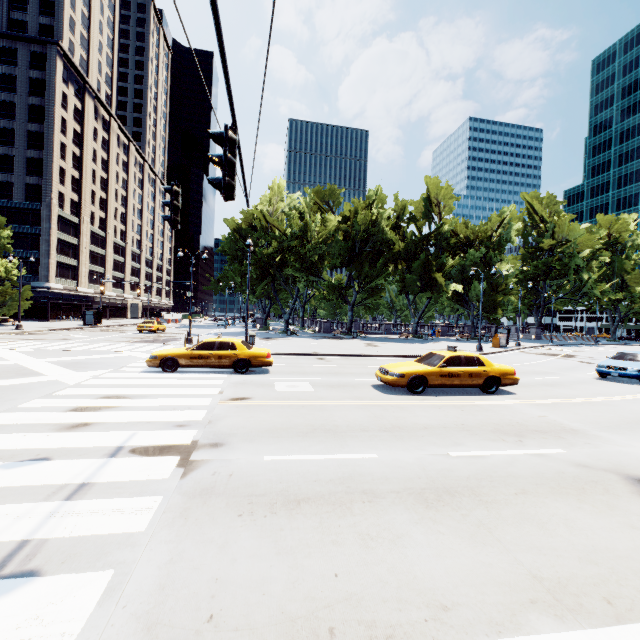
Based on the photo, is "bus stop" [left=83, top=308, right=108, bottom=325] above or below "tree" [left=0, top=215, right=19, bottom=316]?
below

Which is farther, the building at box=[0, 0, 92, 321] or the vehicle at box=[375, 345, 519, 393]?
the building at box=[0, 0, 92, 321]

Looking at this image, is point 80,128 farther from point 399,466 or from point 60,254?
point 399,466

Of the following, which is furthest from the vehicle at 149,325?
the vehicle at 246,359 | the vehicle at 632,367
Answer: the vehicle at 632,367

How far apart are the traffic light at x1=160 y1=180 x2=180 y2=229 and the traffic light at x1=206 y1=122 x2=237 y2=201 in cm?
270

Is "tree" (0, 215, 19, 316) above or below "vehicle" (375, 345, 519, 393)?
above

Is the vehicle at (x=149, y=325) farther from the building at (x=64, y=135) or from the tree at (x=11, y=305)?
the building at (x=64, y=135)

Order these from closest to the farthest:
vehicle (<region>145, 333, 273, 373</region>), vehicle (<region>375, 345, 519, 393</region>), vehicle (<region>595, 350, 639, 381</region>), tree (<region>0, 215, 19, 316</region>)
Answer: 1. vehicle (<region>375, 345, 519, 393</region>)
2. vehicle (<region>145, 333, 273, 373</region>)
3. vehicle (<region>595, 350, 639, 381</region>)
4. tree (<region>0, 215, 19, 316</region>)
